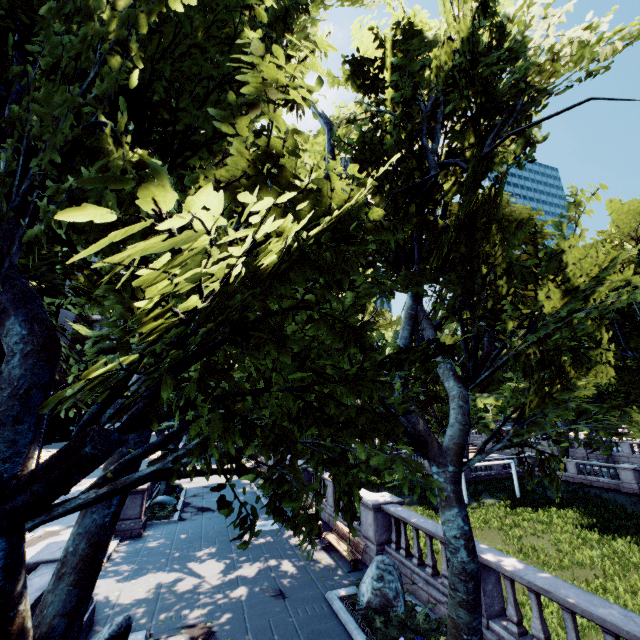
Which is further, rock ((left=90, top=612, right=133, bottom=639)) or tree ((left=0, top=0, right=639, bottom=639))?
rock ((left=90, top=612, right=133, bottom=639))

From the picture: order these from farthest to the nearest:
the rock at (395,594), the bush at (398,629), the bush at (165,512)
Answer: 1. the bush at (165,512)
2. the rock at (395,594)
3. the bush at (398,629)

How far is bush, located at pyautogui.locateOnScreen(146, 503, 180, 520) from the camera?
17.9 meters

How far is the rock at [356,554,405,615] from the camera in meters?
8.8 m

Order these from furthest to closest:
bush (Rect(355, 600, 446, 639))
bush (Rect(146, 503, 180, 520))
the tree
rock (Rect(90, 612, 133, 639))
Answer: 1. bush (Rect(146, 503, 180, 520))
2. bush (Rect(355, 600, 446, 639))
3. rock (Rect(90, 612, 133, 639))
4. the tree

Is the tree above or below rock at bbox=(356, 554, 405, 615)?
above

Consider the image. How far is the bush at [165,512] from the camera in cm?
1792

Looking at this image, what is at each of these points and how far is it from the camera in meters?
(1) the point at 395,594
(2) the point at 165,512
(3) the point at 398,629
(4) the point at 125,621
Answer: (1) rock, 8.9
(2) bush, 18.3
(3) bush, 8.0
(4) rock, 7.4
